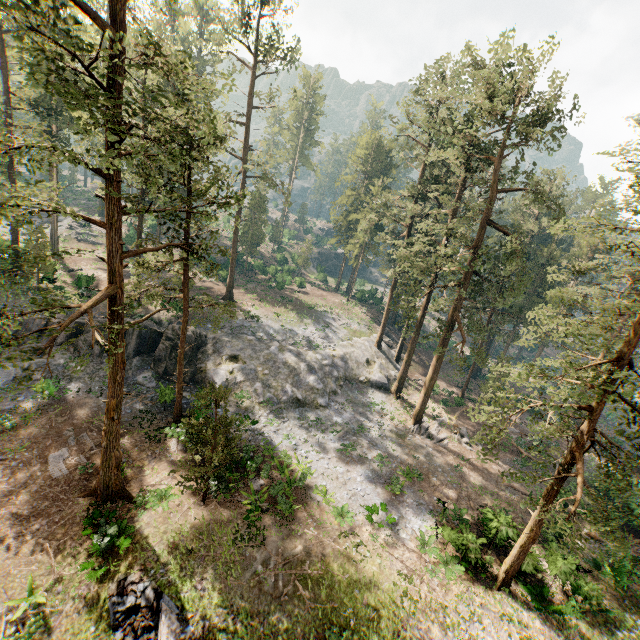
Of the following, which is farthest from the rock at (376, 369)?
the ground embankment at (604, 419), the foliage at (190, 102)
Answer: the ground embankment at (604, 419)

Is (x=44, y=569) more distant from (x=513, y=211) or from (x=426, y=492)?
(x=513, y=211)

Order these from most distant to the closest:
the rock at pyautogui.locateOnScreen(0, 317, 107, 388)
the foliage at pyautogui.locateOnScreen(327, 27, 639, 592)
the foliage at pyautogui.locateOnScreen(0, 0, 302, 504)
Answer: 1. the rock at pyautogui.locateOnScreen(0, 317, 107, 388)
2. the foliage at pyautogui.locateOnScreen(327, 27, 639, 592)
3. the foliage at pyautogui.locateOnScreen(0, 0, 302, 504)

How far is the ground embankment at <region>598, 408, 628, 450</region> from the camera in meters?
36.0 m

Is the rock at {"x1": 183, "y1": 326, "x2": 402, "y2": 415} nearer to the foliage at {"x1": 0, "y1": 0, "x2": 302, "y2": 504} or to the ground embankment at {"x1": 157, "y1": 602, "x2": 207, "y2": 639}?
the foliage at {"x1": 0, "y1": 0, "x2": 302, "y2": 504}

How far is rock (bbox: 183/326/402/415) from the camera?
28.80m

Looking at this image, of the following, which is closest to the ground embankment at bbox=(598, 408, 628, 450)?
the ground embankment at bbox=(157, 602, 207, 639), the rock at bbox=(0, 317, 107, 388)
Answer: the rock at bbox=(0, 317, 107, 388)

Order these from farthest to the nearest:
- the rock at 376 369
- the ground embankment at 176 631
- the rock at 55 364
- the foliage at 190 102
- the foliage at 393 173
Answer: the rock at 376 369, the rock at 55 364, the foliage at 393 173, the ground embankment at 176 631, the foliage at 190 102
